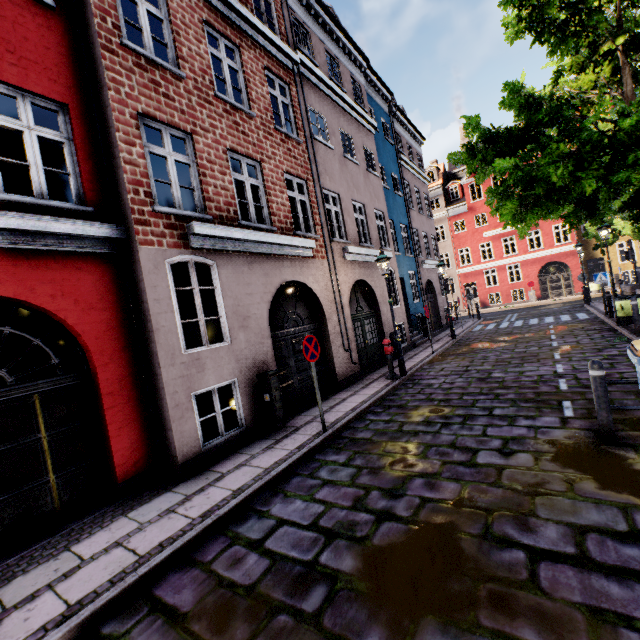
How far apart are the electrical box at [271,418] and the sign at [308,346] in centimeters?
116cm

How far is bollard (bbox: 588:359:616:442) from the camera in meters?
4.3

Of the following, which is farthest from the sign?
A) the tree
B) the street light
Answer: the tree

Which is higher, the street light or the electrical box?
the street light

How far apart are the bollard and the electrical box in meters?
5.4

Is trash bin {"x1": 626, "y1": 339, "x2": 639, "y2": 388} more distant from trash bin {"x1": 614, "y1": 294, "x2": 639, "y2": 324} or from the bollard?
trash bin {"x1": 614, "y1": 294, "x2": 639, "y2": 324}

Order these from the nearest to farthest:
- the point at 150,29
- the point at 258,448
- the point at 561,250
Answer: the point at 258,448
the point at 150,29
the point at 561,250

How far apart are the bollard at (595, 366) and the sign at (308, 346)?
4.25m
